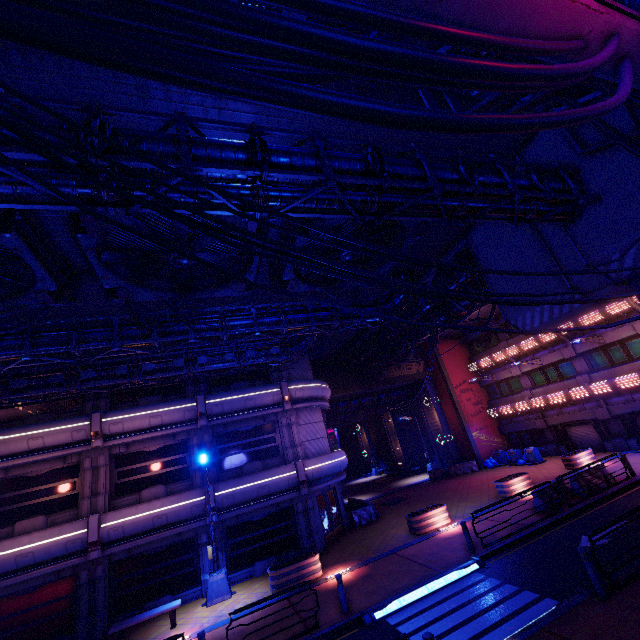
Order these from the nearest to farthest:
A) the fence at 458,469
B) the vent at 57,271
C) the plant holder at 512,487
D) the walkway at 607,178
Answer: the vent at 57,271 < the walkway at 607,178 < the plant holder at 512,487 < the fence at 458,469

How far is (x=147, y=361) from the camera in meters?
15.9

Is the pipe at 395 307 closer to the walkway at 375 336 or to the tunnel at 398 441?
the walkway at 375 336

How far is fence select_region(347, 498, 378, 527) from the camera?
20.7 meters

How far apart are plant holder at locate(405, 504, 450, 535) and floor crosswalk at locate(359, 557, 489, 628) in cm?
413

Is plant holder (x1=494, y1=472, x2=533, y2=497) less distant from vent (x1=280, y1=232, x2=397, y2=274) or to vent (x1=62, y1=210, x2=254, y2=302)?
vent (x1=280, y1=232, x2=397, y2=274)

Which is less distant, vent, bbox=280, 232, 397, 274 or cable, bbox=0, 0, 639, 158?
cable, bbox=0, 0, 639, 158

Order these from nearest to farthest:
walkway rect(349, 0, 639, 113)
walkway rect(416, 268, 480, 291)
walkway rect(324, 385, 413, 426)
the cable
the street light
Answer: the cable
walkway rect(349, 0, 639, 113)
the street light
walkway rect(416, 268, 480, 291)
walkway rect(324, 385, 413, 426)
